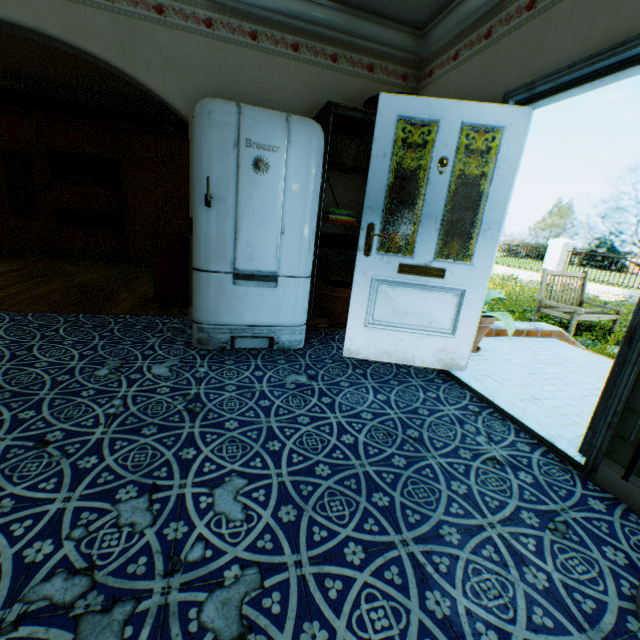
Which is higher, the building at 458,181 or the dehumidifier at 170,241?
the building at 458,181

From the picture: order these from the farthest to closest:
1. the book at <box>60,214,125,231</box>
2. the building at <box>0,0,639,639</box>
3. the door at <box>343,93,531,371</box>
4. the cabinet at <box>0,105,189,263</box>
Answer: the book at <box>60,214,125,231</box> < the cabinet at <box>0,105,189,263</box> < the door at <box>343,93,531,371</box> < the building at <box>0,0,639,639</box>

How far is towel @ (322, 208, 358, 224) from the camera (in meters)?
3.24

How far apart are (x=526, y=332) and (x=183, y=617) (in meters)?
4.84

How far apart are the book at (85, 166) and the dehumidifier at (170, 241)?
3.45m

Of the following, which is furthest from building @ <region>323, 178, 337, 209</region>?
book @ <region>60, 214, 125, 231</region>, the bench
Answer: the bench

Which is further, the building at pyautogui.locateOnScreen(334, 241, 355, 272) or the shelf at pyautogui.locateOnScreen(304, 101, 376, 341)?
the building at pyautogui.locateOnScreen(334, 241, 355, 272)

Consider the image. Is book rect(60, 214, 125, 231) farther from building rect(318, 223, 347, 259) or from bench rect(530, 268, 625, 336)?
bench rect(530, 268, 625, 336)
